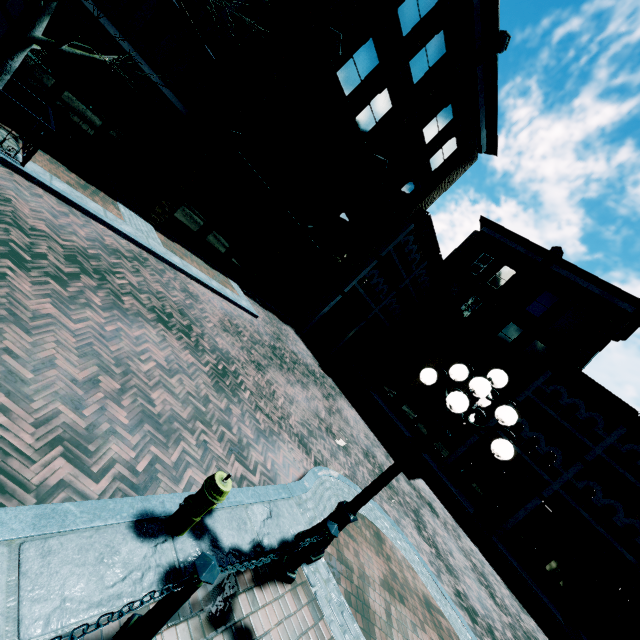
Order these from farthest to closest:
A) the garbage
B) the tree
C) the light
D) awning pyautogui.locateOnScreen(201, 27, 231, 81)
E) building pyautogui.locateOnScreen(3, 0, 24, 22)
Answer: awning pyautogui.locateOnScreen(201, 27, 231, 81), the garbage, building pyautogui.locateOnScreen(3, 0, 24, 22), the tree, the light

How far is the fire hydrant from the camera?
3.10m

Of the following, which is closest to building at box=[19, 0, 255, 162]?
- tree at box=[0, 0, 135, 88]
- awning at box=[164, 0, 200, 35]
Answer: awning at box=[164, 0, 200, 35]

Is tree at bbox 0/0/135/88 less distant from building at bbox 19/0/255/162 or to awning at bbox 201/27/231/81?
building at bbox 19/0/255/162

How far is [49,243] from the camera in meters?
5.6 m

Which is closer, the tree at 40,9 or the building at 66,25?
the tree at 40,9

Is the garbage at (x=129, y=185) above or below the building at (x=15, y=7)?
below

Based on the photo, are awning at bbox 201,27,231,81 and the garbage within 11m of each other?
yes
